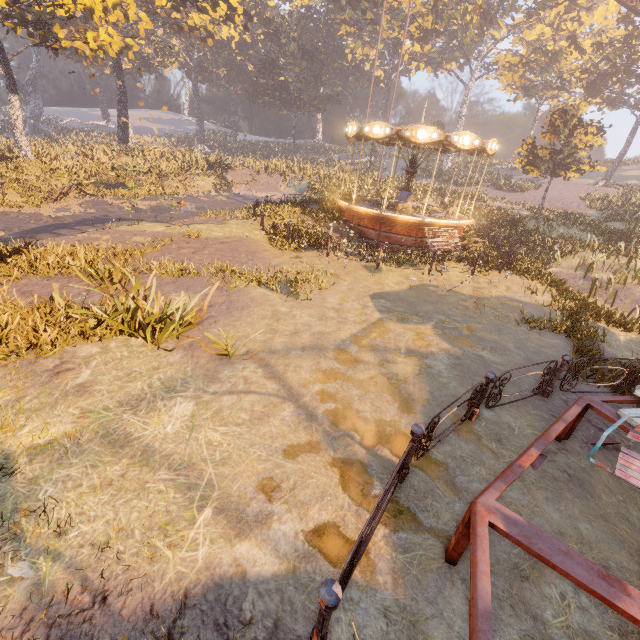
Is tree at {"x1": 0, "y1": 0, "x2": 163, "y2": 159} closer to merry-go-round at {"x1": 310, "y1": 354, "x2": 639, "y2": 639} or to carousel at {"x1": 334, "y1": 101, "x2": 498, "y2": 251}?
carousel at {"x1": 334, "y1": 101, "x2": 498, "y2": 251}

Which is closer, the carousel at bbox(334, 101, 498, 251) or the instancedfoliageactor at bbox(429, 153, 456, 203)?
the carousel at bbox(334, 101, 498, 251)

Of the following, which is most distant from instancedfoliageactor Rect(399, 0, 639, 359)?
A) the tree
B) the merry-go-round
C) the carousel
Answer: the merry-go-round

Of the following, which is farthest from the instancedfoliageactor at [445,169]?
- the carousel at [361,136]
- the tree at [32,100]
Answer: the tree at [32,100]

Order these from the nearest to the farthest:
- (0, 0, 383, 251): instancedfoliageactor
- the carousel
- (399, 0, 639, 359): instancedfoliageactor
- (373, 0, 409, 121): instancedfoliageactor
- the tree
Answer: (399, 0, 639, 359): instancedfoliageactor → the carousel → the tree → (0, 0, 383, 251): instancedfoliageactor → (373, 0, 409, 121): instancedfoliageactor

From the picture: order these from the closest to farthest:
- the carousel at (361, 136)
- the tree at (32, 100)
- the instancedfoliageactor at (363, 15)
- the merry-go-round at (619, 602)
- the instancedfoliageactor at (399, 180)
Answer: the merry-go-round at (619, 602) < the carousel at (361, 136) < the tree at (32, 100) < the instancedfoliageactor at (363, 15) < the instancedfoliageactor at (399, 180)

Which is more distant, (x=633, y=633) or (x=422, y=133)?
(x=422, y=133)

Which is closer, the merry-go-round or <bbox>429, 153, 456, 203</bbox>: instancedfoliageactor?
the merry-go-round
